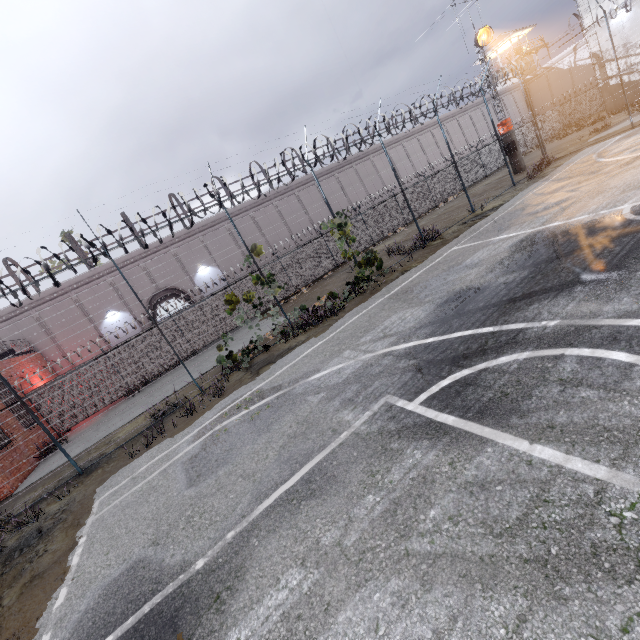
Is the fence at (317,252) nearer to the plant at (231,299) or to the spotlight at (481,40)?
the plant at (231,299)

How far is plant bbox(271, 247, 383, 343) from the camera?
11.74m

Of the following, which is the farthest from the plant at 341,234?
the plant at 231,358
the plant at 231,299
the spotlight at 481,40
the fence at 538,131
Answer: the spotlight at 481,40

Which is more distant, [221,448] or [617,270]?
[221,448]

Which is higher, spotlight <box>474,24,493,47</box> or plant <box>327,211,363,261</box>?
spotlight <box>474,24,493,47</box>

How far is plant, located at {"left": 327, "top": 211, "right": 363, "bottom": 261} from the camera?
13.2 meters

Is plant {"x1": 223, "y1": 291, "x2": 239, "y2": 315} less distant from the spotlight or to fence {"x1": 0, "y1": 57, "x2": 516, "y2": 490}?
fence {"x1": 0, "y1": 57, "x2": 516, "y2": 490}

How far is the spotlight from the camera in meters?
20.0
